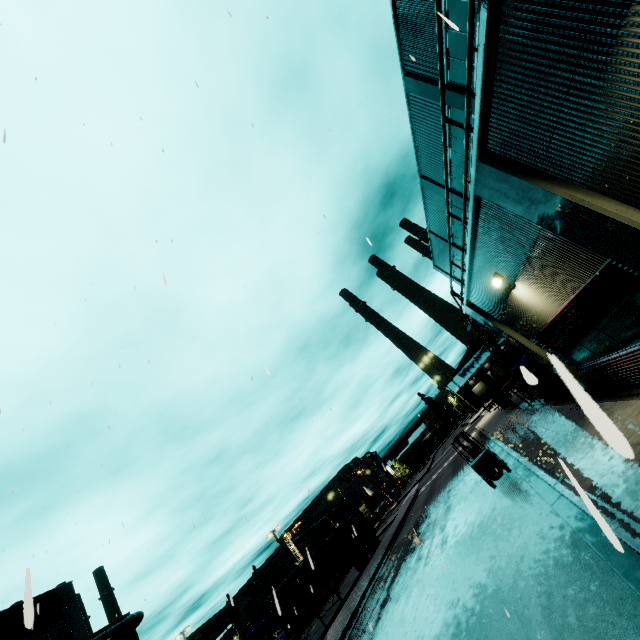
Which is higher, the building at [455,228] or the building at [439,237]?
the building at [439,237]

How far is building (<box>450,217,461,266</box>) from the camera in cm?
2623

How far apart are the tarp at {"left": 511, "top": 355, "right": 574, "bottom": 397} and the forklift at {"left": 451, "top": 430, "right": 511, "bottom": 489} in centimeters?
328cm

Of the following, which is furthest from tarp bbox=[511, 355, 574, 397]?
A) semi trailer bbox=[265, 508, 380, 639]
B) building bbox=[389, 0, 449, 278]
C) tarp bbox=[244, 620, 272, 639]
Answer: tarp bbox=[244, 620, 272, 639]

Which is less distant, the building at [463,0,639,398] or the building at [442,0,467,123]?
the building at [463,0,639,398]

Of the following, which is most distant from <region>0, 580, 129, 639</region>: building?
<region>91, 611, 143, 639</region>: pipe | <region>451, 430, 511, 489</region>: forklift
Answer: <region>451, 430, 511, 489</region>: forklift

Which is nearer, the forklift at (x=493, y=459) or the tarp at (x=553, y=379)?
the tarp at (x=553, y=379)

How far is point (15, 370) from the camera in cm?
929
